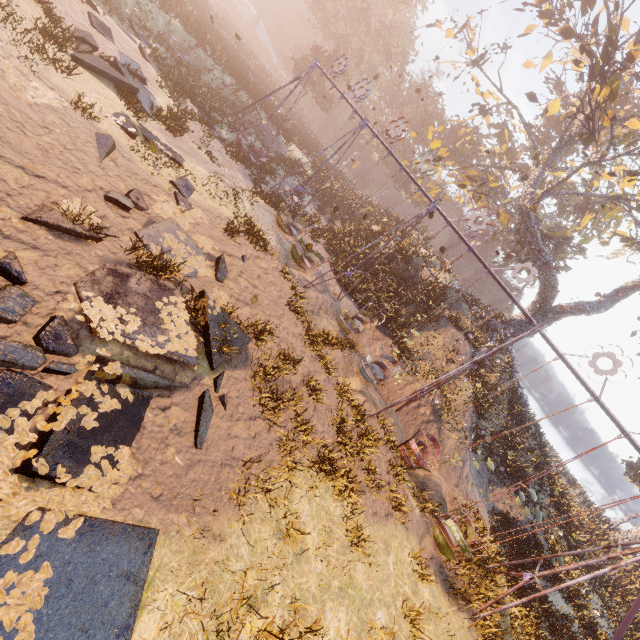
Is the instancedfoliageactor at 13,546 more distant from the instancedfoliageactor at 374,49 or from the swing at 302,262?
the instancedfoliageactor at 374,49

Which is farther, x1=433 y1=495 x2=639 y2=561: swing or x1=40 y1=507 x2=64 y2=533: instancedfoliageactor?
x1=433 y1=495 x2=639 y2=561: swing

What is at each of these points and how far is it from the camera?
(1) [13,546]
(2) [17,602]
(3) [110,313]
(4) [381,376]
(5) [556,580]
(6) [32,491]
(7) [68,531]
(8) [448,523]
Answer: (1) instancedfoliageactor, 3.4 meters
(2) instancedfoliageactor, 3.2 meters
(3) instancedfoliageactor, 5.8 meters
(4) swing, 12.8 meters
(5) instancedfoliageactor, 15.6 meters
(6) instancedfoliageactor, 3.7 meters
(7) instancedfoliageactor, 3.8 meters
(8) swing, 9.6 meters

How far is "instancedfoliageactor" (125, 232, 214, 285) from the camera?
7.1 meters

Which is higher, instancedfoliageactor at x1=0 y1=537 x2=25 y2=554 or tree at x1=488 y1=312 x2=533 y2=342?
tree at x1=488 y1=312 x2=533 y2=342

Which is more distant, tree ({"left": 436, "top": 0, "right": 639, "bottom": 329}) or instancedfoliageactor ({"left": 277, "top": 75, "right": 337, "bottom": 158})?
instancedfoliageactor ({"left": 277, "top": 75, "right": 337, "bottom": 158})
